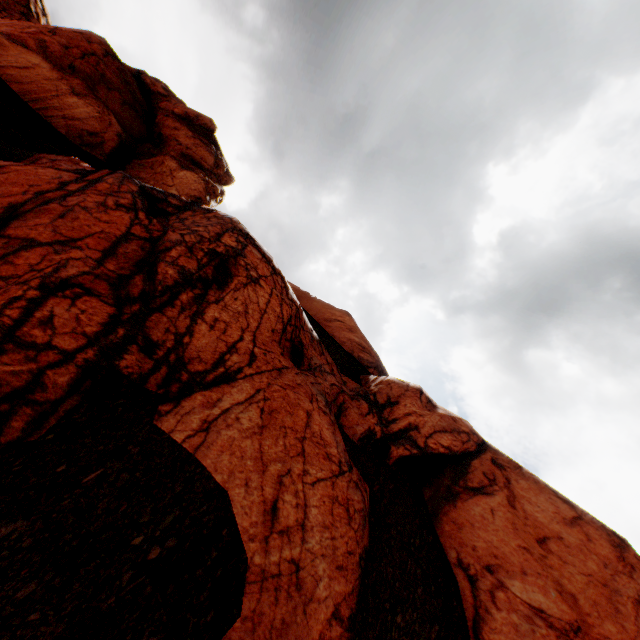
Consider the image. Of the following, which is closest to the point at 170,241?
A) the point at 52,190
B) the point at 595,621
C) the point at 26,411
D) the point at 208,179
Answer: the point at 52,190
